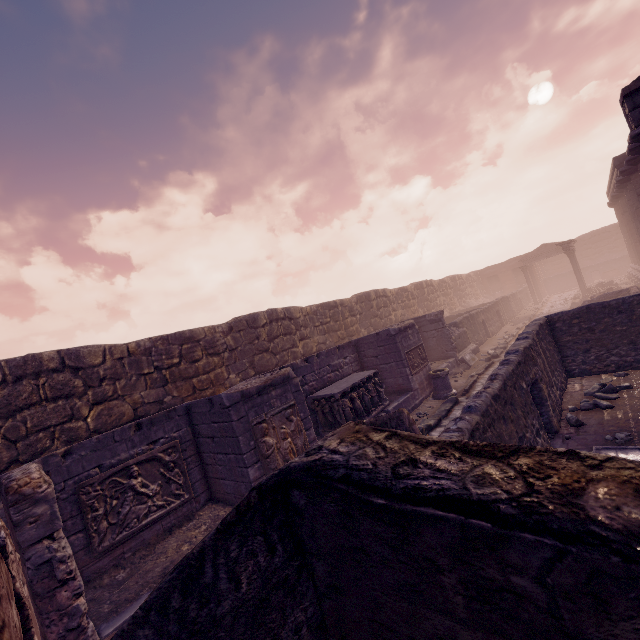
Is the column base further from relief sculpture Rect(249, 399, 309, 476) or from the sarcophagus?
relief sculpture Rect(249, 399, 309, 476)

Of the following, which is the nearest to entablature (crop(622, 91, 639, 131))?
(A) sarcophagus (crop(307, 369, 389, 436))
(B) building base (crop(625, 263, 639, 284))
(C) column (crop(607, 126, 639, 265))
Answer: (C) column (crop(607, 126, 639, 265))

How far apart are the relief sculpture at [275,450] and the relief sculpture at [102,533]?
1.8 meters

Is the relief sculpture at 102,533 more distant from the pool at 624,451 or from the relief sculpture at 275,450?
the pool at 624,451

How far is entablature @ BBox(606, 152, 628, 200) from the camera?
16.6 meters

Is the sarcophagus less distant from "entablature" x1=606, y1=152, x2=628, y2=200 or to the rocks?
the rocks

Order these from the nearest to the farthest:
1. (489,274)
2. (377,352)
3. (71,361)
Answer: (71,361), (377,352), (489,274)

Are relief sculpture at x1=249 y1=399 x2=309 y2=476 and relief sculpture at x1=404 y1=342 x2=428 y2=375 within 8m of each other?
yes
